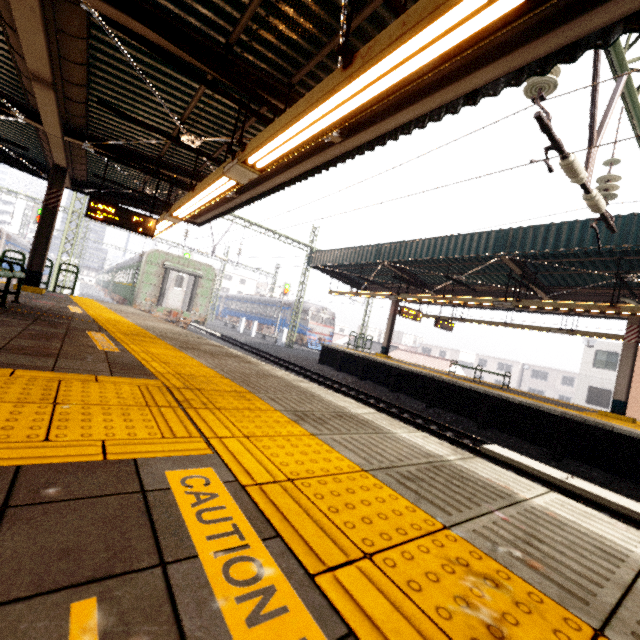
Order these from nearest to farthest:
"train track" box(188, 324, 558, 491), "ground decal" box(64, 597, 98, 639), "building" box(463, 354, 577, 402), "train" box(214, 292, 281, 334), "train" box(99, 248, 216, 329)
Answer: "ground decal" box(64, 597, 98, 639) < "train track" box(188, 324, 558, 491) < "train" box(99, 248, 216, 329) < "train" box(214, 292, 281, 334) < "building" box(463, 354, 577, 402)

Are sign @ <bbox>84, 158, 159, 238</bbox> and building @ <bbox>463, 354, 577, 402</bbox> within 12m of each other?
no

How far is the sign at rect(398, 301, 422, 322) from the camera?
14.85m

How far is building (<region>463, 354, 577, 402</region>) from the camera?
47.7 meters

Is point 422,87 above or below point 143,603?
above

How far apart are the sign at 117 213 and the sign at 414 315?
10.5 meters

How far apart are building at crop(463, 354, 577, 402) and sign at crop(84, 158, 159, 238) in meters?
57.8

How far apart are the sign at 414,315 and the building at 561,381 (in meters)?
45.80
